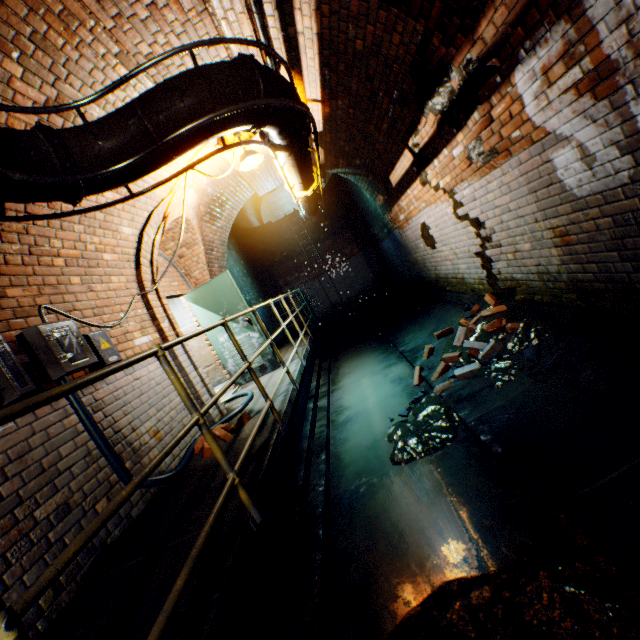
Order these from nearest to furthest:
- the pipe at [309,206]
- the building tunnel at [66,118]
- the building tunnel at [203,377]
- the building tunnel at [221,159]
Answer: the building tunnel at [66,118] → the building tunnel at [203,377] → the building tunnel at [221,159] → the pipe at [309,206]

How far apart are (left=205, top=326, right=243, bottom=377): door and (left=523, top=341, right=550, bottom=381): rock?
4.15m

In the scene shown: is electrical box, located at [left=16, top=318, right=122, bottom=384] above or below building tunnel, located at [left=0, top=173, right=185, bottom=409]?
below

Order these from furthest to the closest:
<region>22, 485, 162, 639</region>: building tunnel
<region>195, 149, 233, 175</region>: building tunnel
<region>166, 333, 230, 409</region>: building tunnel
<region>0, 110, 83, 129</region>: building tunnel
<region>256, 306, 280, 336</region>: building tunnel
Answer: <region>256, 306, 280, 336</region>: building tunnel, <region>195, 149, 233, 175</region>: building tunnel, <region>166, 333, 230, 409</region>: building tunnel, <region>0, 110, 83, 129</region>: building tunnel, <region>22, 485, 162, 639</region>: building tunnel

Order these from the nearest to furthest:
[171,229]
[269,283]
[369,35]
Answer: [369,35]
[171,229]
[269,283]

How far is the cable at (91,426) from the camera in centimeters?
281cm

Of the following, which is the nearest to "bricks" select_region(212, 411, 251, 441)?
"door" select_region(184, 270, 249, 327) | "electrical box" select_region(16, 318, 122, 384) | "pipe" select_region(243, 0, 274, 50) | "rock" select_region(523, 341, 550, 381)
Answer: "electrical box" select_region(16, 318, 122, 384)

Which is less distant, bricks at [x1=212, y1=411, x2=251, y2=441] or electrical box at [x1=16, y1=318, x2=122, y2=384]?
electrical box at [x1=16, y1=318, x2=122, y2=384]
